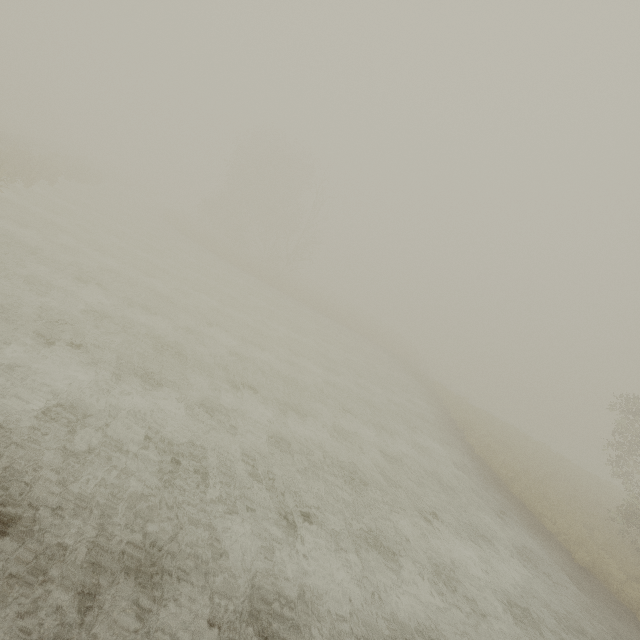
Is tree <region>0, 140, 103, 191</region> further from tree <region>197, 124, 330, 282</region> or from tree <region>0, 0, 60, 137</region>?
tree <region>0, 0, 60, 137</region>

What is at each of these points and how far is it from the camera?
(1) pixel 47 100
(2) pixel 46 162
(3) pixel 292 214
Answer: (1) tree, 59.0 meters
(2) tree, 22.9 meters
(3) tree, 46.1 meters

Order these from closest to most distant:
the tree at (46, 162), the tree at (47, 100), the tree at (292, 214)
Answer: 1. the tree at (46, 162)
2. the tree at (292, 214)
3. the tree at (47, 100)

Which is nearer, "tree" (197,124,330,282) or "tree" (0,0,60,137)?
"tree" (197,124,330,282)

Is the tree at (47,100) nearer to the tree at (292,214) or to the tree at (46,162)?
the tree at (292,214)

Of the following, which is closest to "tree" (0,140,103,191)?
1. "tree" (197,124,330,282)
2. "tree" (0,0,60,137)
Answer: "tree" (197,124,330,282)

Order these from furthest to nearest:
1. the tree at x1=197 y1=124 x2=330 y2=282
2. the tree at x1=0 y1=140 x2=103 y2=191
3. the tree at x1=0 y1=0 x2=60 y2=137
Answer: the tree at x1=0 y1=0 x2=60 y2=137 → the tree at x1=197 y1=124 x2=330 y2=282 → the tree at x1=0 y1=140 x2=103 y2=191

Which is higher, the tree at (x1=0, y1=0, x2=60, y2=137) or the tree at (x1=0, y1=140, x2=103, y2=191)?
the tree at (x1=0, y1=0, x2=60, y2=137)
